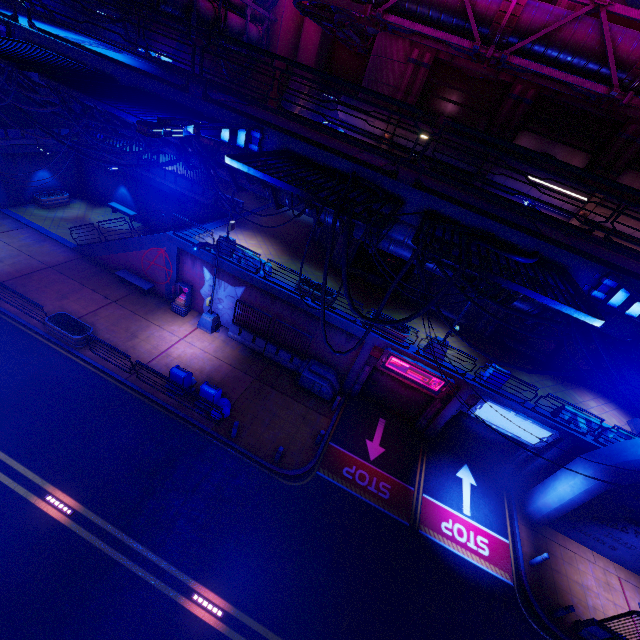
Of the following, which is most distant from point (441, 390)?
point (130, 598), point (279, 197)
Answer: point (130, 598)

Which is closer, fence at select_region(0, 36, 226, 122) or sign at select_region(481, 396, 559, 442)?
fence at select_region(0, 36, 226, 122)

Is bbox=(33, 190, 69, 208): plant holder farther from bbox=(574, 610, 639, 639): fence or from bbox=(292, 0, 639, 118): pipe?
bbox=(574, 610, 639, 639): fence

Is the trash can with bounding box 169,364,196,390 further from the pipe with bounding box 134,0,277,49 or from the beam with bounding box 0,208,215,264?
the pipe with bounding box 134,0,277,49

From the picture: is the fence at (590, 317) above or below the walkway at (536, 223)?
below

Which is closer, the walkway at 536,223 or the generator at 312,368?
the walkway at 536,223

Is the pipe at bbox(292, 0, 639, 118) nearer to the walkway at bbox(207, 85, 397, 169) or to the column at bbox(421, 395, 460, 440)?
the walkway at bbox(207, 85, 397, 169)

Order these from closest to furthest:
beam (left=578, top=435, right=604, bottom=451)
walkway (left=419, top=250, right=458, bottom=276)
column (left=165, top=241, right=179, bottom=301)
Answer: walkway (left=419, top=250, right=458, bottom=276)
beam (left=578, top=435, right=604, bottom=451)
column (left=165, top=241, right=179, bottom=301)
